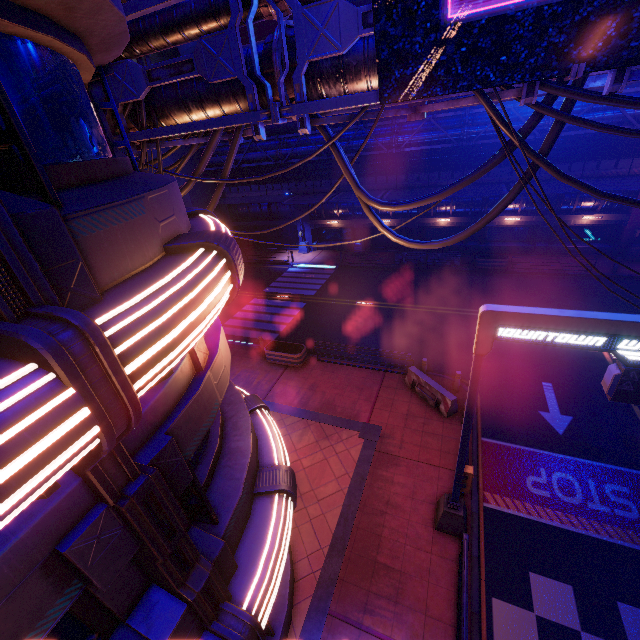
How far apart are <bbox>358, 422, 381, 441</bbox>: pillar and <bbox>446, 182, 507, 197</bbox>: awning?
17.2 meters

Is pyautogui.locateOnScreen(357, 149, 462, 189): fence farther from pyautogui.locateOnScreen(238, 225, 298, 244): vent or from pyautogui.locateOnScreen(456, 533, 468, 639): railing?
pyautogui.locateOnScreen(456, 533, 468, 639): railing

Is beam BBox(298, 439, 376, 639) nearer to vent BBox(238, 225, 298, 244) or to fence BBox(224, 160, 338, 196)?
fence BBox(224, 160, 338, 196)

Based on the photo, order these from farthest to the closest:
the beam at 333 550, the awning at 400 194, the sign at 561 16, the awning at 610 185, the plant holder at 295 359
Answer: the awning at 400 194 → the awning at 610 185 → the plant holder at 295 359 → the beam at 333 550 → the sign at 561 16

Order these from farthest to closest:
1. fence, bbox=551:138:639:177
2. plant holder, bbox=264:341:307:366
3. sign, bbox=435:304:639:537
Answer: fence, bbox=551:138:639:177 < plant holder, bbox=264:341:307:366 < sign, bbox=435:304:639:537

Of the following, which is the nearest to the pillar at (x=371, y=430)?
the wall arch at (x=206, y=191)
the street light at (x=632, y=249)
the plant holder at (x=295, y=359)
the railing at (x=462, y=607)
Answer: the railing at (x=462, y=607)

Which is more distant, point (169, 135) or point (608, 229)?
point (608, 229)

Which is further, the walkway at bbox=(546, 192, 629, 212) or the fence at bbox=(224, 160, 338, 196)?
the fence at bbox=(224, 160, 338, 196)
